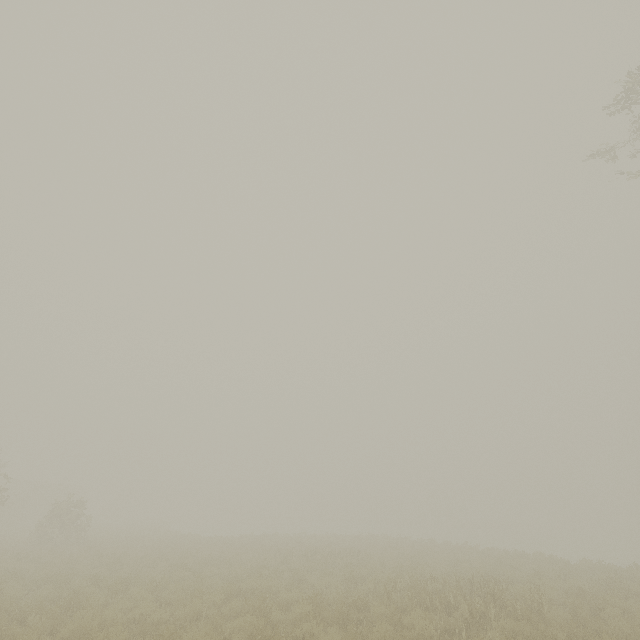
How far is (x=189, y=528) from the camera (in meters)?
48.69
